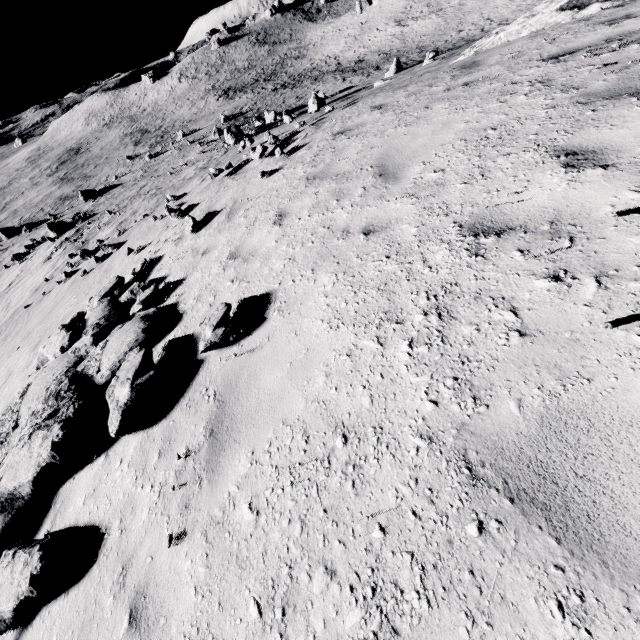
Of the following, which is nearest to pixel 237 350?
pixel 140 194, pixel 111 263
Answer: pixel 111 263

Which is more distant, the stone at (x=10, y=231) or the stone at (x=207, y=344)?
the stone at (x=10, y=231)

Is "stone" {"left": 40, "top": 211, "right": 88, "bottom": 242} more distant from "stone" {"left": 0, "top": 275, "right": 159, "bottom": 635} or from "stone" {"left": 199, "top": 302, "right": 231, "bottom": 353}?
"stone" {"left": 199, "top": 302, "right": 231, "bottom": 353}

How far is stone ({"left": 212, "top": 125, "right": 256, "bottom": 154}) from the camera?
13.47m

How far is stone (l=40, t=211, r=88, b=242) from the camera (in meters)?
26.53

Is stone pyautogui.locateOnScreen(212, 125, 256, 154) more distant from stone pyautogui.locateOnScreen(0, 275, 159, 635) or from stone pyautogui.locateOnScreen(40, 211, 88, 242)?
stone pyautogui.locateOnScreen(0, 275, 159, 635)

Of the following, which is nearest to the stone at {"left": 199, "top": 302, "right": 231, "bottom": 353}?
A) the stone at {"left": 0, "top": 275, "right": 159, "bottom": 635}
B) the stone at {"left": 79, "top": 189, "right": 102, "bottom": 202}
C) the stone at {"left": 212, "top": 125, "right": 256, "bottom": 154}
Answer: the stone at {"left": 0, "top": 275, "right": 159, "bottom": 635}

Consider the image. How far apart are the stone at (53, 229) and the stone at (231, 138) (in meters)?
16.01
